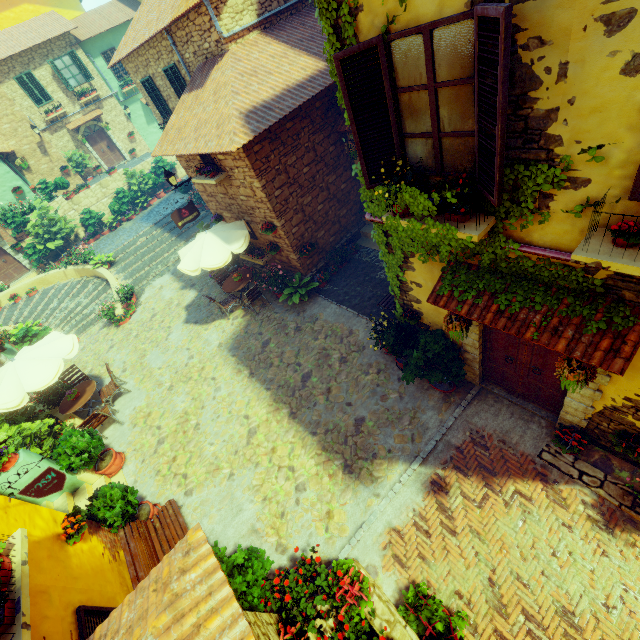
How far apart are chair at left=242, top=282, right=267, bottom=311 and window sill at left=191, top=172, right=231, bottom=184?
3.04m

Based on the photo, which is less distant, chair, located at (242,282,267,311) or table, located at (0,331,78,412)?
table, located at (0,331,78,412)

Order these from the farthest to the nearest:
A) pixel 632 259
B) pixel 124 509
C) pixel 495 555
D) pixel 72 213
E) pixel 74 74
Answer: pixel 74 74
pixel 72 213
pixel 124 509
pixel 495 555
pixel 632 259

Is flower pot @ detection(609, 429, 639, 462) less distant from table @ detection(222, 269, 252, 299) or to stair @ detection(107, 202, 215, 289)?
table @ detection(222, 269, 252, 299)

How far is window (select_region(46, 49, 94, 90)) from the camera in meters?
20.5 m

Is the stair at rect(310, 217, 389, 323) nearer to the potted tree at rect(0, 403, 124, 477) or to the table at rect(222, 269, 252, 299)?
the table at rect(222, 269, 252, 299)

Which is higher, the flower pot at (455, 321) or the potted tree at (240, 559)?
the flower pot at (455, 321)

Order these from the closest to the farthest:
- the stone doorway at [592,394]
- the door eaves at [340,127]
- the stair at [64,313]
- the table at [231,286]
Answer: the stone doorway at [592,394]
the door eaves at [340,127]
the table at [231,286]
the stair at [64,313]
